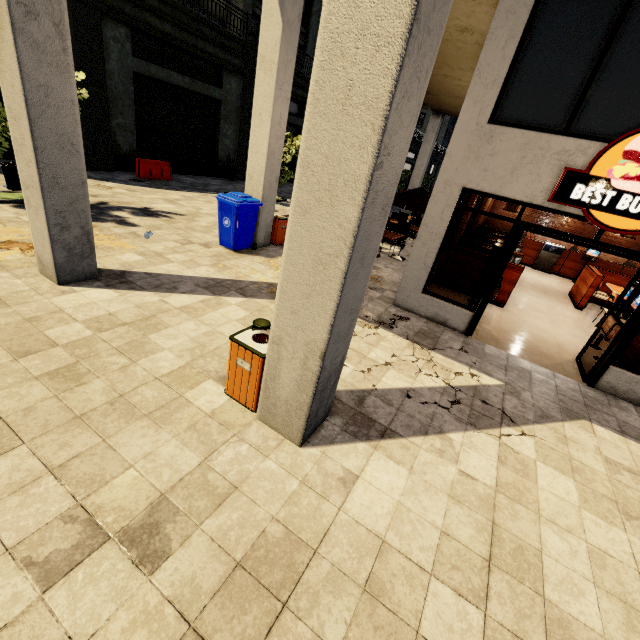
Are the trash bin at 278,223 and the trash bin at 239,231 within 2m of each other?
yes

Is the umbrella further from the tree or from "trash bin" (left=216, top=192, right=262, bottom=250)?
the tree

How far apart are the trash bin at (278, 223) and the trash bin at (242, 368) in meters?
6.2 m

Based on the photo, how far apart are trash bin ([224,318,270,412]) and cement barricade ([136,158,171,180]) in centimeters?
1400cm

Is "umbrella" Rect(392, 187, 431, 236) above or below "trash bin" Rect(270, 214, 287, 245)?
above

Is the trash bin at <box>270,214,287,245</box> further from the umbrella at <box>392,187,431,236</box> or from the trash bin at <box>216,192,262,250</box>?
the umbrella at <box>392,187,431,236</box>

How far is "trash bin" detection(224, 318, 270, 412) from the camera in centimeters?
336cm

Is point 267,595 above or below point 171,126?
below
